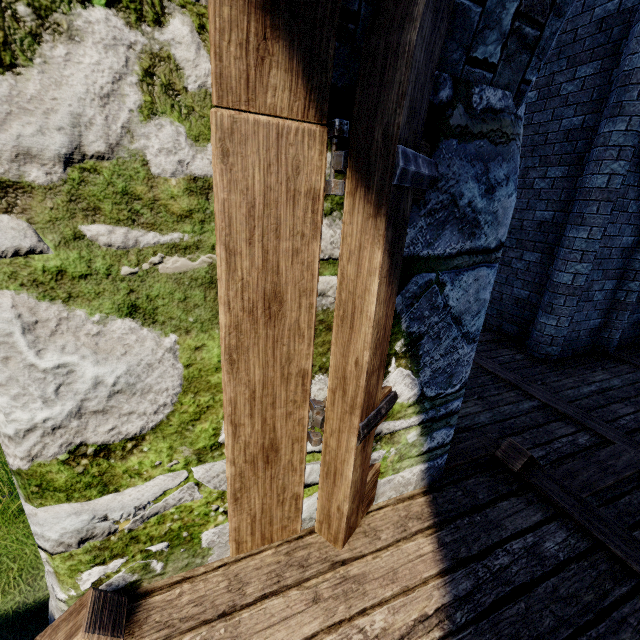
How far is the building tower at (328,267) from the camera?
1.3 meters

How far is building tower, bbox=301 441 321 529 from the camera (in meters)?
1.76

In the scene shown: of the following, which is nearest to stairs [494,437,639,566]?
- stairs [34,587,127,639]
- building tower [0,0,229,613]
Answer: building tower [0,0,229,613]

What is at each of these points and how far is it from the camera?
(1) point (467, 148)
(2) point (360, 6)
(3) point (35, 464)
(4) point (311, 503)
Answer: (1) building tower, 1.5 meters
(2) building tower, 1.1 meters
(3) building tower, 1.2 meters
(4) building tower, 1.9 meters

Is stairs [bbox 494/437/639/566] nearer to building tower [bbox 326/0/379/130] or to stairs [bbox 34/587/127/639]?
building tower [bbox 326/0/379/130]

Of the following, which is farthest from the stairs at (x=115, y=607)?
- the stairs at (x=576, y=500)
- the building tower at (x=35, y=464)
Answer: the stairs at (x=576, y=500)
